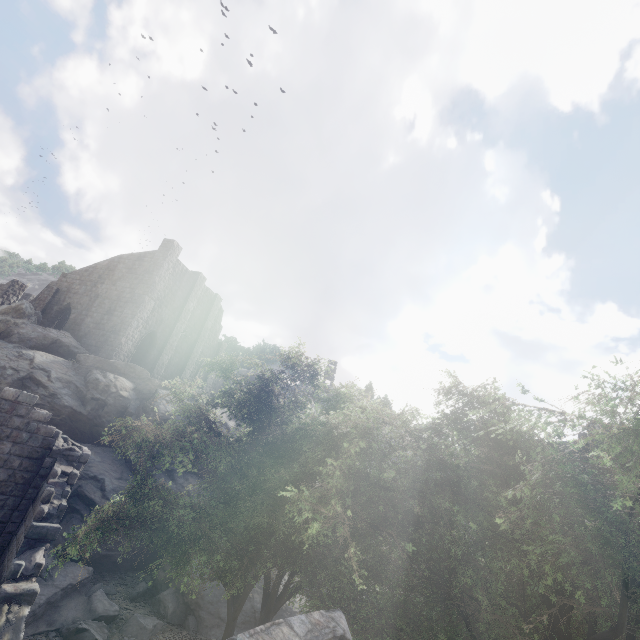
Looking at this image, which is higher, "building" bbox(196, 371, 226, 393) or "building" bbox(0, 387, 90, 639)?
"building" bbox(196, 371, 226, 393)

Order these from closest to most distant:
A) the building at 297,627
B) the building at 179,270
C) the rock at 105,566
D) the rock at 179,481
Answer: the building at 297,627 → the rock at 105,566 → the rock at 179,481 → the building at 179,270

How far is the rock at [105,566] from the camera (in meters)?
15.25

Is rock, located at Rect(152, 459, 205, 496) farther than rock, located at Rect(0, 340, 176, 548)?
Yes

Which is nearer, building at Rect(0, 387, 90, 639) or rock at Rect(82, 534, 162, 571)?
building at Rect(0, 387, 90, 639)

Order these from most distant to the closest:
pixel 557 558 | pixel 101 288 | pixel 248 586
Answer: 1. pixel 101 288
2. pixel 248 586
3. pixel 557 558
